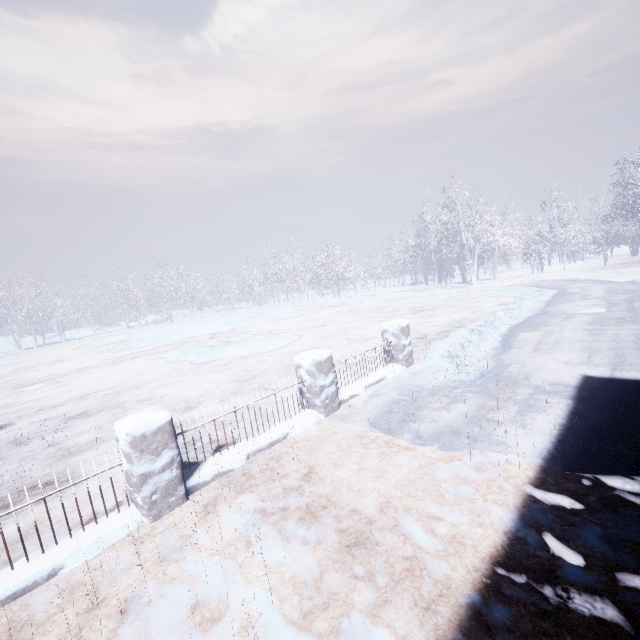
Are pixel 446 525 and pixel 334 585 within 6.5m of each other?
yes
